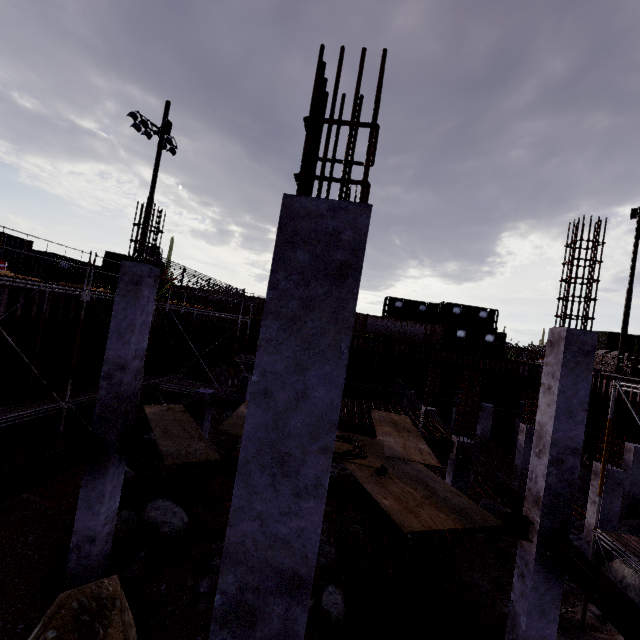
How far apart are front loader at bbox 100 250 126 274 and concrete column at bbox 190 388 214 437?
12.0 meters

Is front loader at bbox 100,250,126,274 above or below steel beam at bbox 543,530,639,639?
above

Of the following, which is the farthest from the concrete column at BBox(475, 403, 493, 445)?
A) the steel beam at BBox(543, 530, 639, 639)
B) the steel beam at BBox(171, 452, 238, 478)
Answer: the steel beam at BBox(171, 452, 238, 478)

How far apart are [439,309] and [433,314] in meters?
2.0

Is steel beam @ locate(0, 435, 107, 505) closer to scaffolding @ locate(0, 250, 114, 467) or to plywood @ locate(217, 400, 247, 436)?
plywood @ locate(217, 400, 247, 436)

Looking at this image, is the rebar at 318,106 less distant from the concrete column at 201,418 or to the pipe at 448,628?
the pipe at 448,628

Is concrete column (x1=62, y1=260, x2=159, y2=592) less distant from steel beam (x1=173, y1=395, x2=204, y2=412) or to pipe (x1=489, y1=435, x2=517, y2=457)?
steel beam (x1=173, y1=395, x2=204, y2=412)

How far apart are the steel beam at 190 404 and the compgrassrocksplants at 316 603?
6.6 meters
